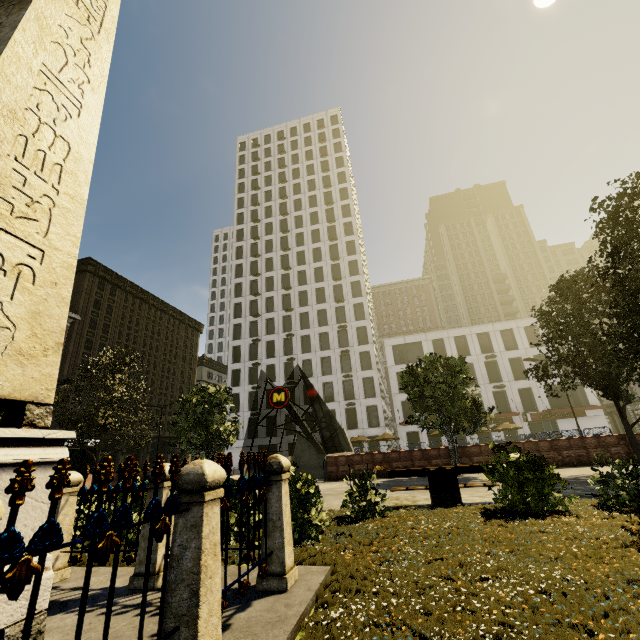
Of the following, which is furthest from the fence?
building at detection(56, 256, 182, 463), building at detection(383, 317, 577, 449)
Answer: building at detection(383, 317, 577, 449)

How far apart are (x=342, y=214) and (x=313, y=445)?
43.82m

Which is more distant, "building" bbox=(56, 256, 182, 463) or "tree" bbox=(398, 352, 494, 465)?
"building" bbox=(56, 256, 182, 463)

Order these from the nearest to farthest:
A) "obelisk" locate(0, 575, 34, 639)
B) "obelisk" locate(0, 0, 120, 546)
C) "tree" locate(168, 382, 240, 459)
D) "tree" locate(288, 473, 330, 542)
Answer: "obelisk" locate(0, 575, 34, 639), "obelisk" locate(0, 0, 120, 546), "tree" locate(288, 473, 330, 542), "tree" locate(168, 382, 240, 459)

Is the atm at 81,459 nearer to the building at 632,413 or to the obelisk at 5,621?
the obelisk at 5,621

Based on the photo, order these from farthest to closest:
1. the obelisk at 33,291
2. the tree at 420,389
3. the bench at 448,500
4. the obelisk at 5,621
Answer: the tree at 420,389
the bench at 448,500
the obelisk at 33,291
the obelisk at 5,621

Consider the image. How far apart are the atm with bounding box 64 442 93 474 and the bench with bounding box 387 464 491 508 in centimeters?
1971cm

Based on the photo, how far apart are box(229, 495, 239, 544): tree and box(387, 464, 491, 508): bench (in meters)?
3.94
